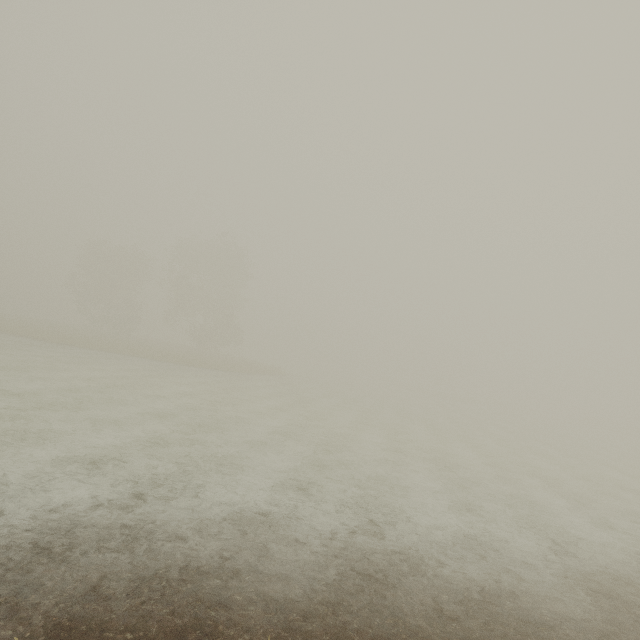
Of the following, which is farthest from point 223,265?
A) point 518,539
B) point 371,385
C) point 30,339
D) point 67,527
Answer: point 518,539
